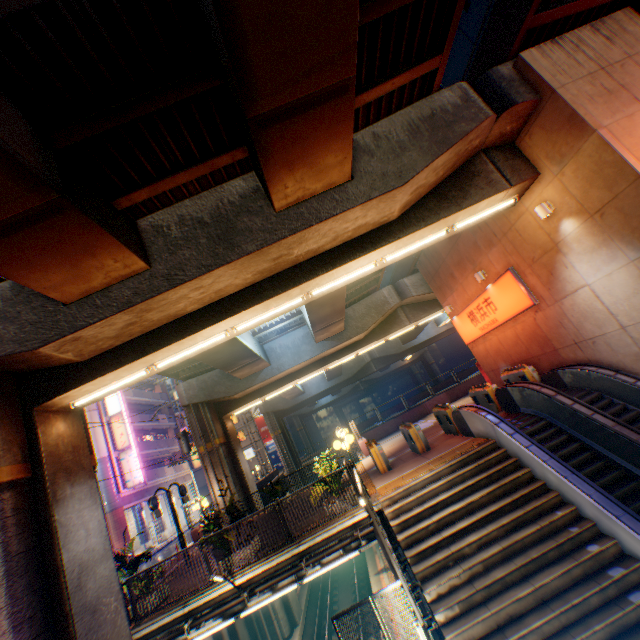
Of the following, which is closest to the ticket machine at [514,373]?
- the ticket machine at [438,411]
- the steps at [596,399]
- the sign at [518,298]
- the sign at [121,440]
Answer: the steps at [596,399]

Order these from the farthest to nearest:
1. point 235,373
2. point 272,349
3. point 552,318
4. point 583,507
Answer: point 272,349
point 235,373
point 552,318
point 583,507

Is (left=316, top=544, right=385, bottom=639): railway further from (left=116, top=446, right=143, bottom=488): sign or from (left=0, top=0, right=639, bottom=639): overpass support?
(left=116, top=446, right=143, bottom=488): sign

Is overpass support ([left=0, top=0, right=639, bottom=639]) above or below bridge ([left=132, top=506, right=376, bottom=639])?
above

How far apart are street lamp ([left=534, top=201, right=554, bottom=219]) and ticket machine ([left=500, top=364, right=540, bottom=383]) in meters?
6.5 m

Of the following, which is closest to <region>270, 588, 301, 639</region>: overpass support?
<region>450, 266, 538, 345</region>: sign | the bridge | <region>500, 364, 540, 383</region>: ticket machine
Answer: the bridge

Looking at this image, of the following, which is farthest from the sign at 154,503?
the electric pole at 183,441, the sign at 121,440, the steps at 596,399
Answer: the sign at 121,440

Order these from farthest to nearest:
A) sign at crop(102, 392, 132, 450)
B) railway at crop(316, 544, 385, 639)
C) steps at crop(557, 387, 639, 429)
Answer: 1. sign at crop(102, 392, 132, 450)
2. railway at crop(316, 544, 385, 639)
3. steps at crop(557, 387, 639, 429)
